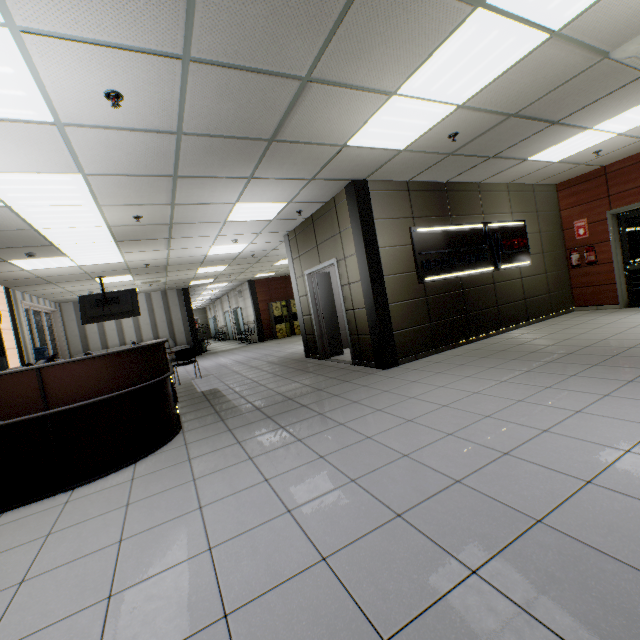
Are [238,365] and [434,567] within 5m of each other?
no

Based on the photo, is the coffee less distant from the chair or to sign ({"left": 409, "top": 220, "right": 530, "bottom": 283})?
the chair

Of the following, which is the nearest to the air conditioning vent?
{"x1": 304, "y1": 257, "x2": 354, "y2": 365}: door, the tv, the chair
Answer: {"x1": 304, "y1": 257, "x2": 354, "y2": 365}: door

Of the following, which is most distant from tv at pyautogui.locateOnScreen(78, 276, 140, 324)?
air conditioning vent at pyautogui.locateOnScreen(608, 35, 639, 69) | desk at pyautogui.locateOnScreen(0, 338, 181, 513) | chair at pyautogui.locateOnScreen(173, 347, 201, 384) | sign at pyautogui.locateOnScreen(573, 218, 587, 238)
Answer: sign at pyautogui.locateOnScreen(573, 218, 587, 238)

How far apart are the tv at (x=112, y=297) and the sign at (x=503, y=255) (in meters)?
7.92

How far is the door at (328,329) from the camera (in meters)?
6.39

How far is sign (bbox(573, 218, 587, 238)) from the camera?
7.79m

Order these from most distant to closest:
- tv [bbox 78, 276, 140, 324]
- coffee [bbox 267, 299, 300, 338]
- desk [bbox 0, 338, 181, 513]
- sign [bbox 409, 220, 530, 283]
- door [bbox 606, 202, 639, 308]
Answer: coffee [bbox 267, 299, 300, 338]
tv [bbox 78, 276, 140, 324]
door [bbox 606, 202, 639, 308]
sign [bbox 409, 220, 530, 283]
desk [bbox 0, 338, 181, 513]
